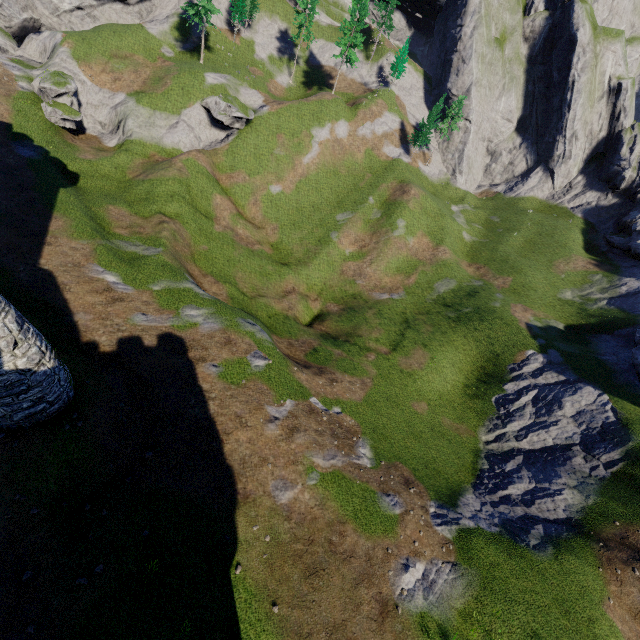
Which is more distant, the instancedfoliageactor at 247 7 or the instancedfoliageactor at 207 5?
the instancedfoliageactor at 247 7

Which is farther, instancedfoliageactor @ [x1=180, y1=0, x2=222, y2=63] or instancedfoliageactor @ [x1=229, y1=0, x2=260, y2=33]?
instancedfoliageactor @ [x1=229, y1=0, x2=260, y2=33]

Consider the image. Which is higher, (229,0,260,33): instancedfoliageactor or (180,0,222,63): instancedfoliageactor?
(229,0,260,33): instancedfoliageactor

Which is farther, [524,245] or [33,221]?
[524,245]

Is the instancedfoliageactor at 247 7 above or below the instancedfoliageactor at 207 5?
above
